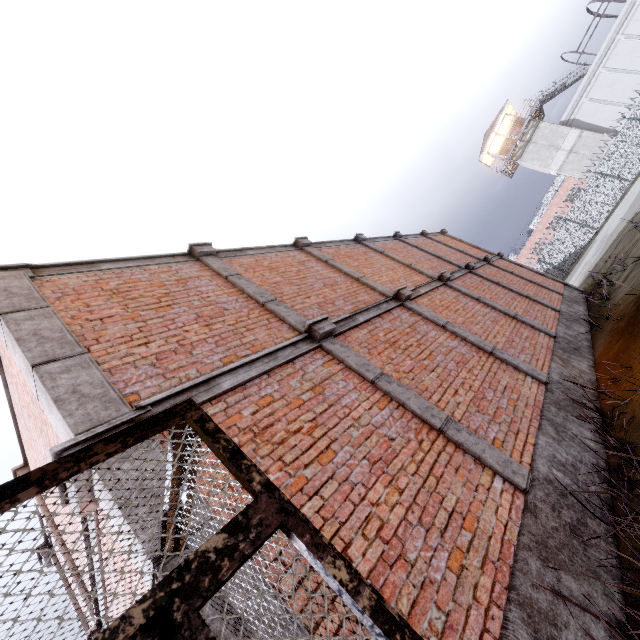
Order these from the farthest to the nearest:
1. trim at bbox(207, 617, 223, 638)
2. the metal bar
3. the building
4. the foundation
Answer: the building, the foundation, trim at bbox(207, 617, 223, 638), the metal bar

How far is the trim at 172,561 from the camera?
2.0 meters

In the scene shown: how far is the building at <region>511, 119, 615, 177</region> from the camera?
32.0m

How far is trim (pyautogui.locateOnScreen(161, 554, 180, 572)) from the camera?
2.00m

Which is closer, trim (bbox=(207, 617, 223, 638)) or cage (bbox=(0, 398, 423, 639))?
cage (bbox=(0, 398, 423, 639))

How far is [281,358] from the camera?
4.1m

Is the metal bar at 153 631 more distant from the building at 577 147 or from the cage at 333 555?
the building at 577 147

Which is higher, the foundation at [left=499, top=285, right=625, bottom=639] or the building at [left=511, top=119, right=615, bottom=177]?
the building at [left=511, top=119, right=615, bottom=177]
